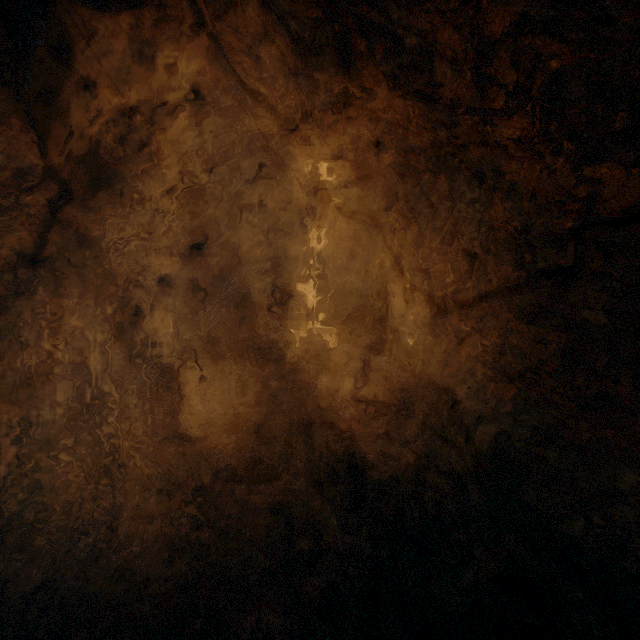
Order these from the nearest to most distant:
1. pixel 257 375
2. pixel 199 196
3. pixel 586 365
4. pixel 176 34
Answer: pixel 586 365
pixel 176 34
pixel 257 375
pixel 199 196
